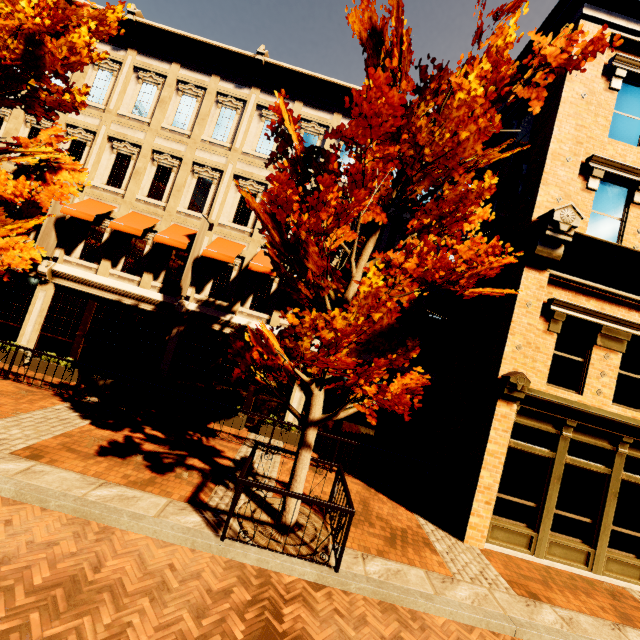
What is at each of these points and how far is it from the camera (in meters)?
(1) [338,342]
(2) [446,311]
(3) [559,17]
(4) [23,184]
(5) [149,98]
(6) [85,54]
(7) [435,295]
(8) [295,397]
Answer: (1) tree, 4.86
(2) awning, 11.97
(3) building, 9.41
(4) tree, 6.50
(5) building, 12.58
(6) tree, 7.59
(7) building, 12.32
(8) building, 11.86

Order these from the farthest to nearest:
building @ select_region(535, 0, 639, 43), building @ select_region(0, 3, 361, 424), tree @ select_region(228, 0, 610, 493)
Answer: building @ select_region(0, 3, 361, 424)
building @ select_region(535, 0, 639, 43)
tree @ select_region(228, 0, 610, 493)

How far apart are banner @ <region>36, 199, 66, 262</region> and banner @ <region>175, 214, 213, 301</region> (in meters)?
4.91

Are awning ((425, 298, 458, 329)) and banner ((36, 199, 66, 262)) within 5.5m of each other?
no

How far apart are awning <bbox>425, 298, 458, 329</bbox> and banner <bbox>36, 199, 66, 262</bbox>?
13.55m

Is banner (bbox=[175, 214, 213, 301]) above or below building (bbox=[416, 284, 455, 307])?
below

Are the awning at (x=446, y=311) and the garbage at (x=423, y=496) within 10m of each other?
yes

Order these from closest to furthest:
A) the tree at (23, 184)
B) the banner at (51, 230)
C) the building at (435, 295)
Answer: the tree at (23, 184) → the banner at (51, 230) → the building at (435, 295)
